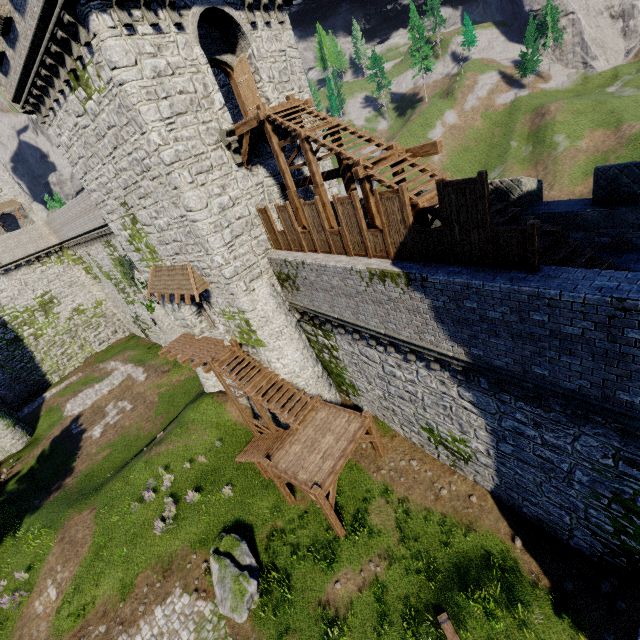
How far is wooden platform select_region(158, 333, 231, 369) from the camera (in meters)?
17.84

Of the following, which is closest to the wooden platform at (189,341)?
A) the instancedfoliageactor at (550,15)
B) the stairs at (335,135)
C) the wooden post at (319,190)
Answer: the wooden post at (319,190)

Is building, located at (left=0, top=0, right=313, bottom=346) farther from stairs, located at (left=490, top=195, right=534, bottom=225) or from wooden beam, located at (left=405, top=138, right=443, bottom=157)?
stairs, located at (left=490, top=195, right=534, bottom=225)

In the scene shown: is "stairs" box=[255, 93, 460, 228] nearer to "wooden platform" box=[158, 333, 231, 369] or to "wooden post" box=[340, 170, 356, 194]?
"wooden post" box=[340, 170, 356, 194]

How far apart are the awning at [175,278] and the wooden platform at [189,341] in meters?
3.1 m

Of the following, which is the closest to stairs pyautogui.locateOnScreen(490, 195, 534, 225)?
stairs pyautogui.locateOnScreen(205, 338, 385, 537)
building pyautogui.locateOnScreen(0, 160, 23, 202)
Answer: stairs pyautogui.locateOnScreen(205, 338, 385, 537)

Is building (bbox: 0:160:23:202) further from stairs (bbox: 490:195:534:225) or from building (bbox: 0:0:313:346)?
stairs (bbox: 490:195:534:225)

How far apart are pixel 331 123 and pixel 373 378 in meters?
10.8
